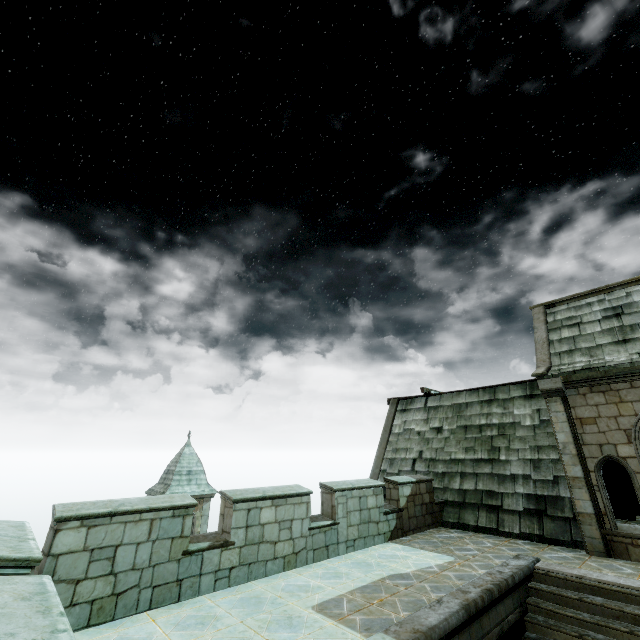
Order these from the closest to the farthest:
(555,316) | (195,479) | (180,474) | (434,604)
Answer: (434,604), (555,316), (180,474), (195,479)
